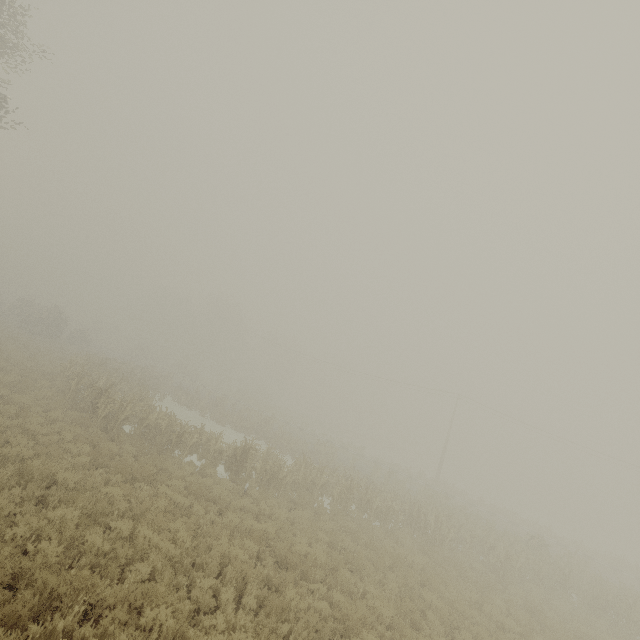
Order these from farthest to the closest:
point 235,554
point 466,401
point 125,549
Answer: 1. point 466,401
2. point 235,554
3. point 125,549

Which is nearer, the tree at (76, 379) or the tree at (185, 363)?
the tree at (76, 379)

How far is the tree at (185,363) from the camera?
53.60m

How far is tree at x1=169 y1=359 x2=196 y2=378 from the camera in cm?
5360

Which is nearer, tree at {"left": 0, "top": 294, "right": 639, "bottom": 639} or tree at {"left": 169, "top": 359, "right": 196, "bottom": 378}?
tree at {"left": 0, "top": 294, "right": 639, "bottom": 639}
